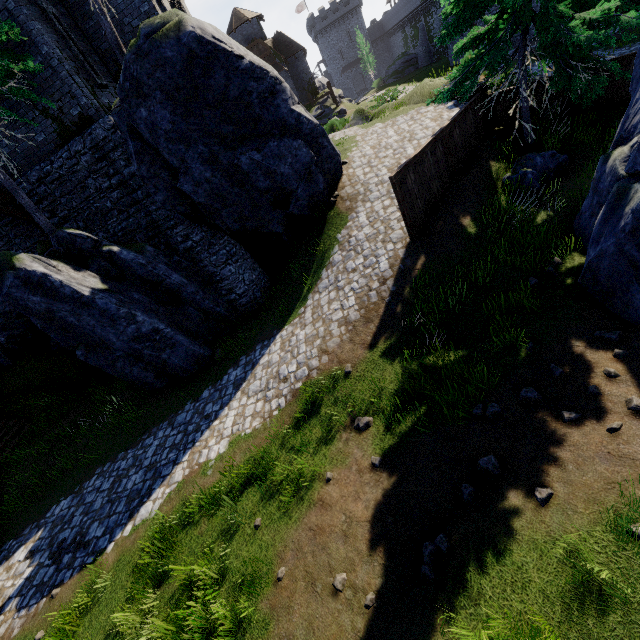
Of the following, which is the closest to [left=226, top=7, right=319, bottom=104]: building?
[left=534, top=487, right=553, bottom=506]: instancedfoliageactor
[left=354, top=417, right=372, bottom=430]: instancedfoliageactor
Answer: [left=354, top=417, right=372, bottom=430]: instancedfoliageactor

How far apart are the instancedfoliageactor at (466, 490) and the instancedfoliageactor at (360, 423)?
2.0 meters

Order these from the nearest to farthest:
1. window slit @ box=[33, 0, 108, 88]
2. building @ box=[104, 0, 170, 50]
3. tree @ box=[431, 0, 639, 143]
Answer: tree @ box=[431, 0, 639, 143]
window slit @ box=[33, 0, 108, 88]
building @ box=[104, 0, 170, 50]

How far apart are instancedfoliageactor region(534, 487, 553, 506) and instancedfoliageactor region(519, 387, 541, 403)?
1.50m

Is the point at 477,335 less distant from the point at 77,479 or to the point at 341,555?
the point at 341,555

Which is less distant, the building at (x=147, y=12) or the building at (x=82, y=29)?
the building at (x=82, y=29)

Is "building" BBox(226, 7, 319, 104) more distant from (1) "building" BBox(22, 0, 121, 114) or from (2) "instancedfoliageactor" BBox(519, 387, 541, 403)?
(2) "instancedfoliageactor" BBox(519, 387, 541, 403)

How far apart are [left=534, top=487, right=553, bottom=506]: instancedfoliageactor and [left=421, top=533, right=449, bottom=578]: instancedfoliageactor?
1.35m
